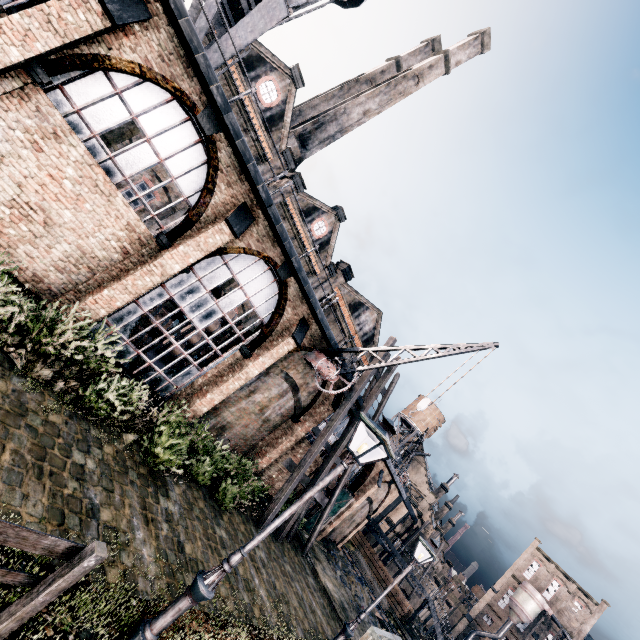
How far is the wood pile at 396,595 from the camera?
32.6 meters

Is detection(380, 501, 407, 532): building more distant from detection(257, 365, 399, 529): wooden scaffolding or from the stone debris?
detection(257, 365, 399, 529): wooden scaffolding

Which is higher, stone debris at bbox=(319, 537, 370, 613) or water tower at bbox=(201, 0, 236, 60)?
water tower at bbox=(201, 0, 236, 60)

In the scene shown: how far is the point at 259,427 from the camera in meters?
17.7

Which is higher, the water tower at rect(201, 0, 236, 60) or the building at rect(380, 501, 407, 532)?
the water tower at rect(201, 0, 236, 60)

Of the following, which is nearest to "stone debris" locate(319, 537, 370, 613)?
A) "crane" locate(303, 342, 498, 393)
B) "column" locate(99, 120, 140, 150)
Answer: "crane" locate(303, 342, 498, 393)

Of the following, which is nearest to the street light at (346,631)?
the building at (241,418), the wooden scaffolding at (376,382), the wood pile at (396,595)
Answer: the wooden scaffolding at (376,382)

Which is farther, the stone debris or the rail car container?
the stone debris
